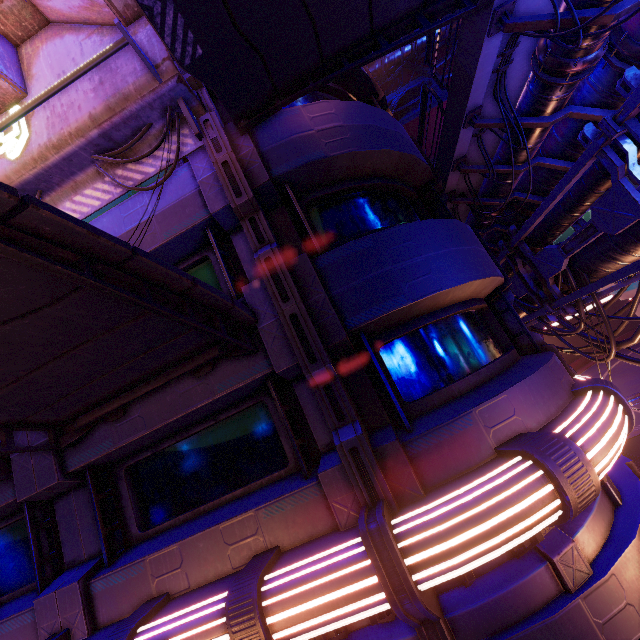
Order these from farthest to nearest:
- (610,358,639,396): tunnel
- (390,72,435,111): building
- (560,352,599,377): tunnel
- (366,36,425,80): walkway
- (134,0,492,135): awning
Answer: (560,352,599,377): tunnel
(390,72,435,111): building
(366,36,425,80): walkway
(610,358,639,396): tunnel
(134,0,492,135): awning

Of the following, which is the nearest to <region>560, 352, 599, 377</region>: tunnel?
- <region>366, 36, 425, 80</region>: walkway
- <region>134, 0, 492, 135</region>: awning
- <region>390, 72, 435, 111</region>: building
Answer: <region>390, 72, 435, 111</region>: building

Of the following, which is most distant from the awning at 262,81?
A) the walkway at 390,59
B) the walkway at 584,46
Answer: the walkway at 390,59

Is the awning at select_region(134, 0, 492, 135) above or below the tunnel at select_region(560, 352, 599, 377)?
above

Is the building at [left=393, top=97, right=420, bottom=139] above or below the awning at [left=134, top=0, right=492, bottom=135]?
above

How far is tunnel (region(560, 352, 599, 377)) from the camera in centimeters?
4754cm

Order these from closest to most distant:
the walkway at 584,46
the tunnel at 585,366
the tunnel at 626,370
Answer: the walkway at 584,46 < the tunnel at 626,370 < the tunnel at 585,366

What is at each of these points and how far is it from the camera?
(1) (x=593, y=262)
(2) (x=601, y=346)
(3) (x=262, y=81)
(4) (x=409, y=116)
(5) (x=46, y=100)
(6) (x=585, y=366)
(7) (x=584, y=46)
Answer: (1) pipe, 7.8 meters
(2) cable, 8.7 meters
(3) awning, 4.9 meters
(4) building, 41.1 meters
(5) sign, 4.9 meters
(6) tunnel, 53.3 meters
(7) walkway, 5.1 meters
